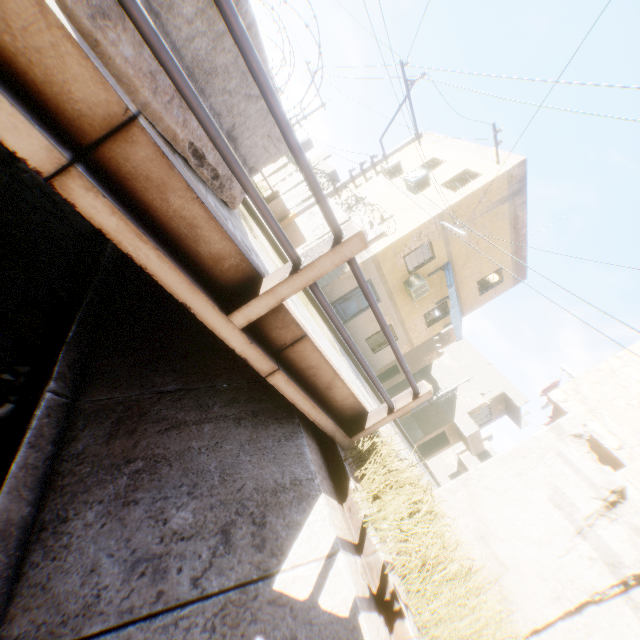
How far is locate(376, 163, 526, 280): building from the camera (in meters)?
13.30

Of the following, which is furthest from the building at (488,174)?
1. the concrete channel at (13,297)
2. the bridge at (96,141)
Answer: the bridge at (96,141)

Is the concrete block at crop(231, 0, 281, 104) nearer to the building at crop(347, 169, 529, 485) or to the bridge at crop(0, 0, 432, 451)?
the bridge at crop(0, 0, 432, 451)

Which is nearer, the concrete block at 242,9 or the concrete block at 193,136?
the concrete block at 193,136

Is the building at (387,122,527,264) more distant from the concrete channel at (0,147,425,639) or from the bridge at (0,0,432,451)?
the bridge at (0,0,432,451)

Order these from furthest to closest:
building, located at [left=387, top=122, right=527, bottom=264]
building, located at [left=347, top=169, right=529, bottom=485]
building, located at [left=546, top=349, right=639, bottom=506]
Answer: building, located at [left=347, top=169, right=529, bottom=485] → building, located at [left=387, top=122, right=527, bottom=264] → building, located at [left=546, top=349, right=639, bottom=506]

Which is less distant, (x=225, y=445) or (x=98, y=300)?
(x=225, y=445)
